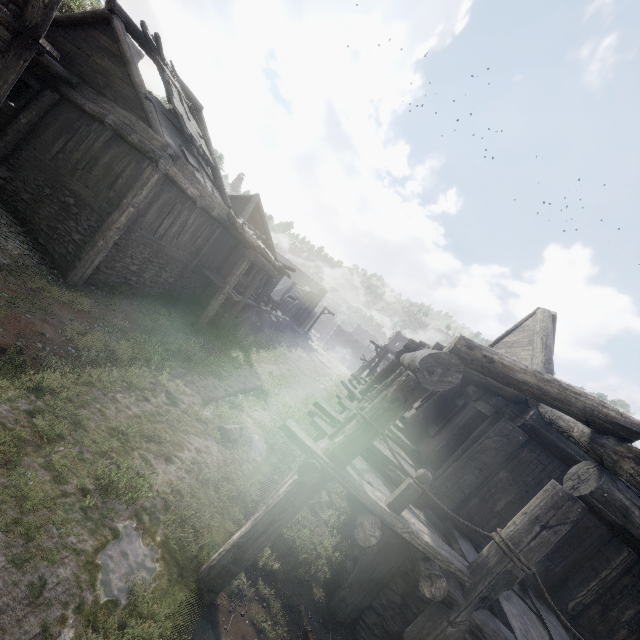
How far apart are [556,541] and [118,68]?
16.6m

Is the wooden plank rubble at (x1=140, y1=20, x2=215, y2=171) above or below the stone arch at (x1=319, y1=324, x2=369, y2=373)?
above

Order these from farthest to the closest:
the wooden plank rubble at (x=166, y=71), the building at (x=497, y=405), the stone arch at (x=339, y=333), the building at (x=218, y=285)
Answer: the stone arch at (x=339, y=333) → the wooden plank rubble at (x=166, y=71) → the building at (x=218, y=285) → the building at (x=497, y=405)

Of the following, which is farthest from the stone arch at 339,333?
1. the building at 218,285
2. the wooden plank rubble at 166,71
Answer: the wooden plank rubble at 166,71

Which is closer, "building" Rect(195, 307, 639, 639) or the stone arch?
"building" Rect(195, 307, 639, 639)

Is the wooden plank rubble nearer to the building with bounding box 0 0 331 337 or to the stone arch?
the building with bounding box 0 0 331 337

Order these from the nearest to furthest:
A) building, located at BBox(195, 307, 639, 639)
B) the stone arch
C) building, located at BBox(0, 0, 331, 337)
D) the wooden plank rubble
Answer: building, located at BBox(195, 307, 639, 639), building, located at BBox(0, 0, 331, 337), the wooden plank rubble, the stone arch
